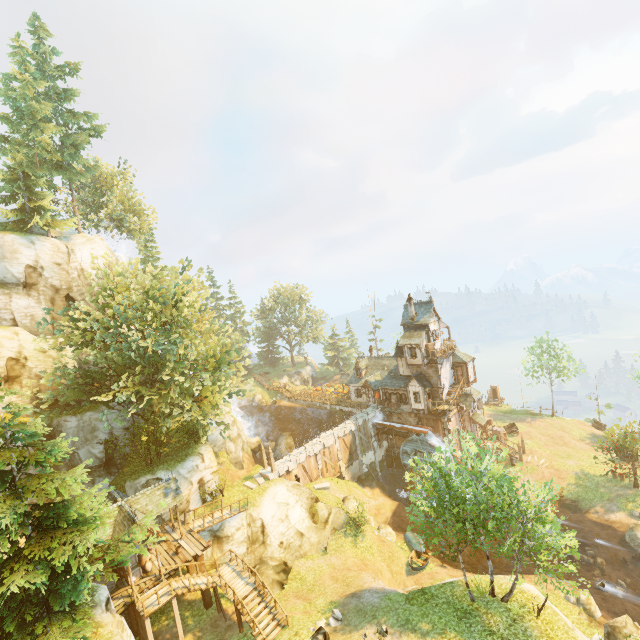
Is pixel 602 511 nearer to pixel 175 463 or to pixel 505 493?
pixel 505 493

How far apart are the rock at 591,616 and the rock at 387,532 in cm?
1243

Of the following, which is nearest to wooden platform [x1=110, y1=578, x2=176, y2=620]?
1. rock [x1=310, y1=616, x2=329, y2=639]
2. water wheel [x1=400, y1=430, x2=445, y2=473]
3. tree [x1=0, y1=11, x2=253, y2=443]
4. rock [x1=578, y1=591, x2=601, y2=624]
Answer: tree [x1=0, y1=11, x2=253, y2=443]

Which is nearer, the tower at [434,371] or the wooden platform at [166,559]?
the wooden platform at [166,559]

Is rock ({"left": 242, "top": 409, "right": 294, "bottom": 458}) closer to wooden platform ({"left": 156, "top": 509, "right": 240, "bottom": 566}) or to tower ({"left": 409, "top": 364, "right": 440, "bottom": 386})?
wooden platform ({"left": 156, "top": 509, "right": 240, "bottom": 566})

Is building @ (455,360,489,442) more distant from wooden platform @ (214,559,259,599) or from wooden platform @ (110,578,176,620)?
wooden platform @ (214,559,259,599)

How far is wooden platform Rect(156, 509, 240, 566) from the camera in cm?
2206

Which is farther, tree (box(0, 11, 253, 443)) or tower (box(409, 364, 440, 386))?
tower (box(409, 364, 440, 386))
